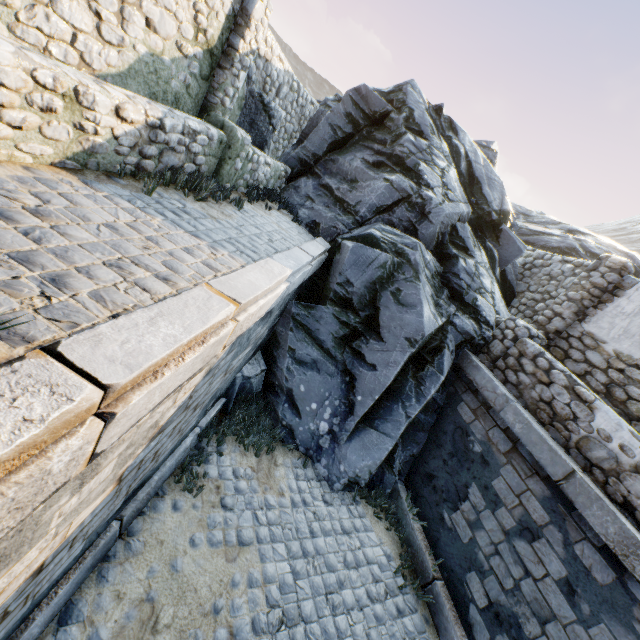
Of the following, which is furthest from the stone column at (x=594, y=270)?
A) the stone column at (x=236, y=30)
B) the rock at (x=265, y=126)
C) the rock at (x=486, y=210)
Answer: the rock at (x=265, y=126)

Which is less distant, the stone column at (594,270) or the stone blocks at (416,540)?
the stone blocks at (416,540)

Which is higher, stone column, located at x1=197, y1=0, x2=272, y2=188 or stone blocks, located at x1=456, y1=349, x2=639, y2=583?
stone column, located at x1=197, y1=0, x2=272, y2=188

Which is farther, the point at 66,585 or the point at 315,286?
the point at 315,286

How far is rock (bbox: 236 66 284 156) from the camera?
7.0 meters

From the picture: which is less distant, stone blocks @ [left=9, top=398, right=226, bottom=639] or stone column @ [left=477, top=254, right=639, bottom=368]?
stone blocks @ [left=9, top=398, right=226, bottom=639]

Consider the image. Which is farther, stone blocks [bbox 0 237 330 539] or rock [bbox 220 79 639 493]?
rock [bbox 220 79 639 493]

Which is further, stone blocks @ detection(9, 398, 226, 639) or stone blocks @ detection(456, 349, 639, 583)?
stone blocks @ detection(456, 349, 639, 583)
